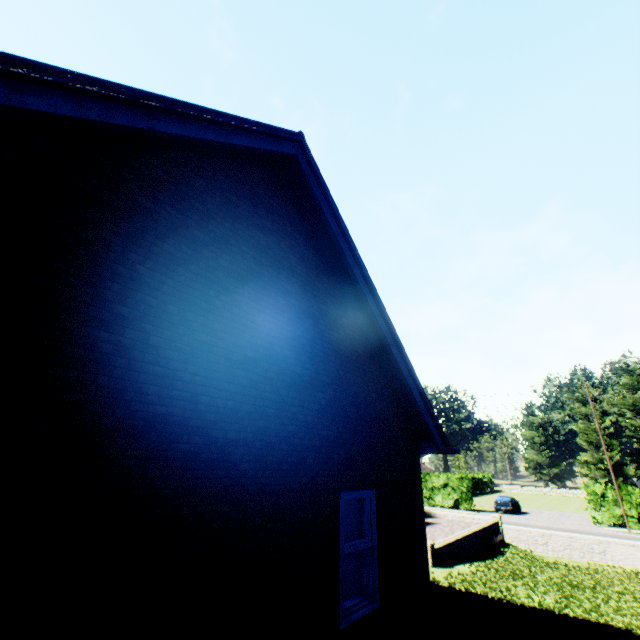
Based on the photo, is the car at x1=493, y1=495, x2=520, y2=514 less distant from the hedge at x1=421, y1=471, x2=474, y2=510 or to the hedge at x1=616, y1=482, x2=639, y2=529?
the hedge at x1=421, y1=471, x2=474, y2=510

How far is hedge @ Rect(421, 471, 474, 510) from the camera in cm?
3497

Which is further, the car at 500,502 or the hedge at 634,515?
the car at 500,502

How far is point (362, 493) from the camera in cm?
523

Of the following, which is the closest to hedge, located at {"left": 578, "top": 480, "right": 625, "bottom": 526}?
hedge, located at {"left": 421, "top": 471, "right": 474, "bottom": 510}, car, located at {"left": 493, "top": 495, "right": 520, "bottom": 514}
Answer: car, located at {"left": 493, "top": 495, "right": 520, "bottom": 514}

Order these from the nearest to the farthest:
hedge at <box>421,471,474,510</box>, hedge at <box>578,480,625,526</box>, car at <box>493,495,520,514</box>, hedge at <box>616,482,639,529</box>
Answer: hedge at <box>616,482,639,529</box> → hedge at <box>578,480,625,526</box> → car at <box>493,495,520,514</box> → hedge at <box>421,471,474,510</box>

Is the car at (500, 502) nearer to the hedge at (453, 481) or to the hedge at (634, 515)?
the hedge at (453, 481)
